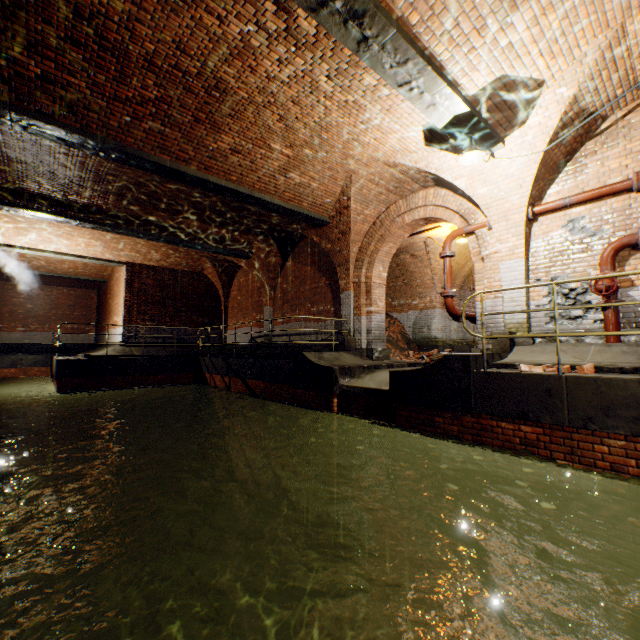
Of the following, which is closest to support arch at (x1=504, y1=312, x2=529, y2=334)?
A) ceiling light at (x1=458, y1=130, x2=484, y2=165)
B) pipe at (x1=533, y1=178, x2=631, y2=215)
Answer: pipe at (x1=533, y1=178, x2=631, y2=215)

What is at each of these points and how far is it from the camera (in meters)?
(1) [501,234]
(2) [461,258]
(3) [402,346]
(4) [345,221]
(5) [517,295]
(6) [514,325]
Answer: (1) support arch, 7.02
(2) building tunnel, 13.83
(3) brick pile, 13.79
(4) support arch, 9.73
(5) support arch, 6.77
(6) support arch, 6.79

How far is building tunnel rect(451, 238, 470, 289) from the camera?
12.86m

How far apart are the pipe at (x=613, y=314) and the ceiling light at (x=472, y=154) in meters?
3.4

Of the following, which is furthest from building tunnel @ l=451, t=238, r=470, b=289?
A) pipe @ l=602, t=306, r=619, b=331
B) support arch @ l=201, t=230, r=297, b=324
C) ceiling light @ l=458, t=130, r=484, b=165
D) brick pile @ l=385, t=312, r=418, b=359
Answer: ceiling light @ l=458, t=130, r=484, b=165

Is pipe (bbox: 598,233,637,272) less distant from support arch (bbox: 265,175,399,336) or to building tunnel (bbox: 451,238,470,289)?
support arch (bbox: 265,175,399,336)

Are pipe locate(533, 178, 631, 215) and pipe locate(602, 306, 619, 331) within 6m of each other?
yes

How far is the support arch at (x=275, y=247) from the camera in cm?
1291
